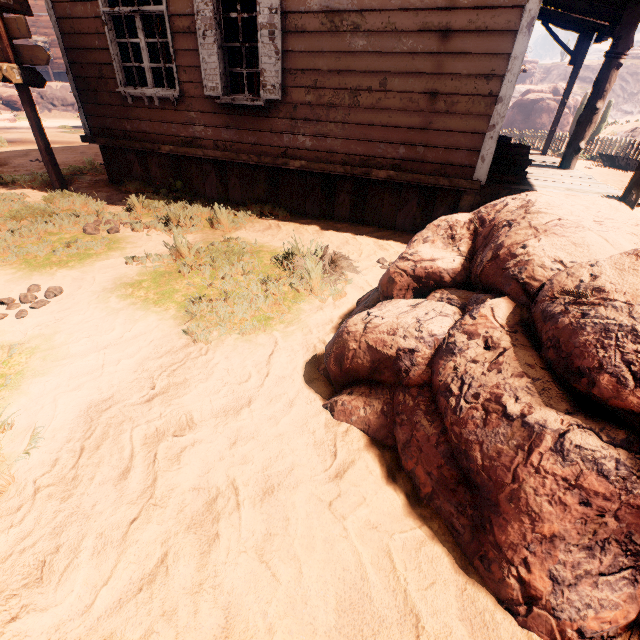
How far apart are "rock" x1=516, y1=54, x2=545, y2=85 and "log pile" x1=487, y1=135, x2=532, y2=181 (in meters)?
71.89

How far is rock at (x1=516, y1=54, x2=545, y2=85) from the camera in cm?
5597

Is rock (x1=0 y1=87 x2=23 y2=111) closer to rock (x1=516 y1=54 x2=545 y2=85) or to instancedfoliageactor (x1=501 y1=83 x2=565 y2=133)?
instancedfoliageactor (x1=501 y1=83 x2=565 y2=133)

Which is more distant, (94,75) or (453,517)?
(94,75)

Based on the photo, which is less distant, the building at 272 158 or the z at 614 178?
the building at 272 158

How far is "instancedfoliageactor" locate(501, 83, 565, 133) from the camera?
34.62m

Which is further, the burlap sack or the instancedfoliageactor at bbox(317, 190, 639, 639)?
the burlap sack

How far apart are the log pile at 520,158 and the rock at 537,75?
71.89m
